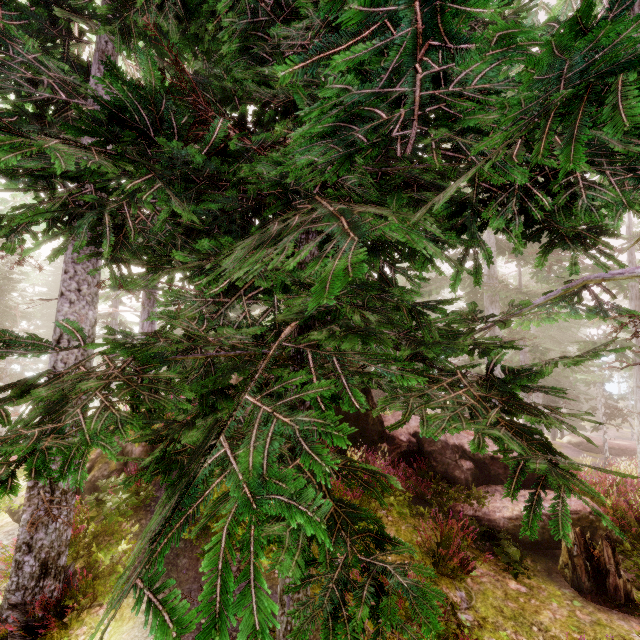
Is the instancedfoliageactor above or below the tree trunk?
above

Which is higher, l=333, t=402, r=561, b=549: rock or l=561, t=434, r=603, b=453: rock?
l=333, t=402, r=561, b=549: rock

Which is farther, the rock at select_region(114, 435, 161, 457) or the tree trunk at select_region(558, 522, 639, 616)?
the rock at select_region(114, 435, 161, 457)

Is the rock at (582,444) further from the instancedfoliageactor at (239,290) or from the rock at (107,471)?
the rock at (107,471)

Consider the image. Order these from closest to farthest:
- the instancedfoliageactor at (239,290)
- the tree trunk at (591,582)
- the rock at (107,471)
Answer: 1. the instancedfoliageactor at (239,290)
2. the tree trunk at (591,582)
3. the rock at (107,471)

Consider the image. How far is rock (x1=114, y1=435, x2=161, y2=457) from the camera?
9.1 meters

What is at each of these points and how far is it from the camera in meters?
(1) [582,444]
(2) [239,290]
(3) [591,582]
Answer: (1) rock, 29.2 m
(2) instancedfoliageactor, 5.3 m
(3) tree trunk, 7.3 m

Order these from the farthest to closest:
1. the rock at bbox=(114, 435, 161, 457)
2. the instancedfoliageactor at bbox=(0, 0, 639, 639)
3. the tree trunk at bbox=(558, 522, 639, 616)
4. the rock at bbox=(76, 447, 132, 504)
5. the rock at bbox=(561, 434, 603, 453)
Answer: the rock at bbox=(561, 434, 603, 453) → the rock at bbox=(114, 435, 161, 457) → the rock at bbox=(76, 447, 132, 504) → the tree trunk at bbox=(558, 522, 639, 616) → the instancedfoliageactor at bbox=(0, 0, 639, 639)
